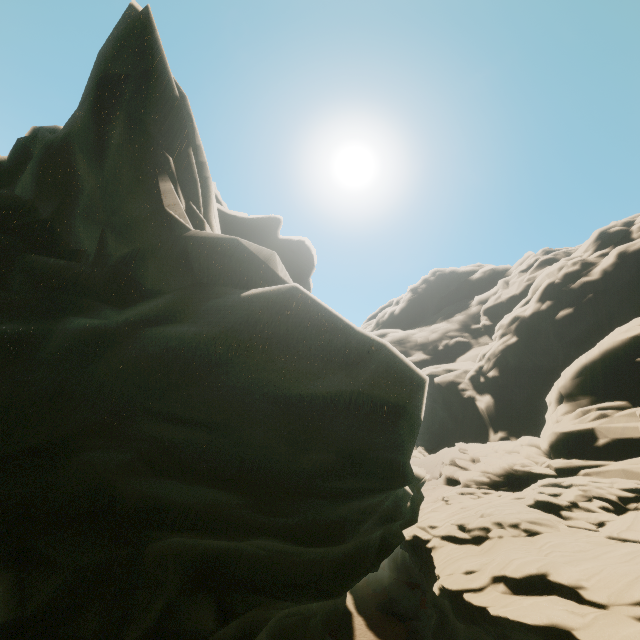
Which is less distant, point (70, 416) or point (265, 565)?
point (70, 416)
